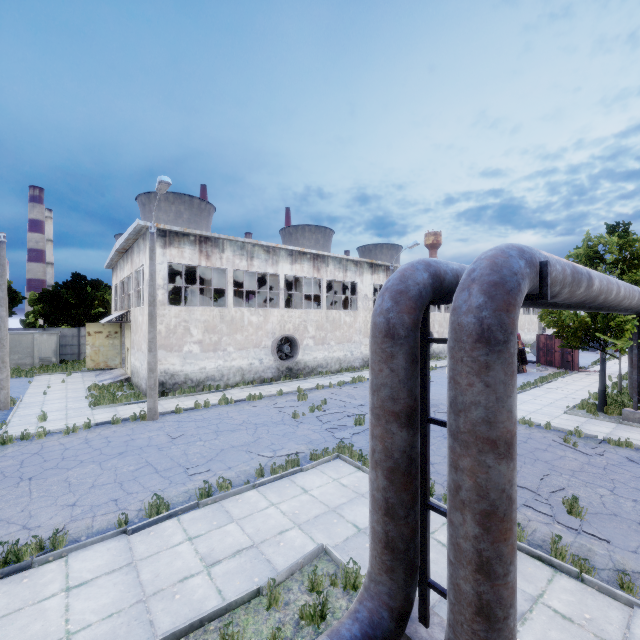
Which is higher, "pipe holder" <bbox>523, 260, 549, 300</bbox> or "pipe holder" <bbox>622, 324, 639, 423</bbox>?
"pipe holder" <bbox>523, 260, 549, 300</bbox>

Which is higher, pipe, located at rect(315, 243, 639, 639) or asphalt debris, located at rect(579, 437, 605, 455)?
pipe, located at rect(315, 243, 639, 639)

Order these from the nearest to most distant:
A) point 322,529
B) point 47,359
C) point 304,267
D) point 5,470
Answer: point 322,529 → point 5,470 → point 304,267 → point 47,359

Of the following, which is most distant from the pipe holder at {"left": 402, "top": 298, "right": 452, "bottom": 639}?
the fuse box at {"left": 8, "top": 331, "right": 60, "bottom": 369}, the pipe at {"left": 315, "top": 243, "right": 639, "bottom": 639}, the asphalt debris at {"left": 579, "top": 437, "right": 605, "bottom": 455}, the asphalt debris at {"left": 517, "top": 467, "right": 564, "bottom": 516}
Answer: the fuse box at {"left": 8, "top": 331, "right": 60, "bottom": 369}

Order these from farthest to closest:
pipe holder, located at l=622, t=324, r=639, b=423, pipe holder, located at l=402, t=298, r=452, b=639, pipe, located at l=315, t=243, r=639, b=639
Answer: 1. pipe holder, located at l=622, t=324, r=639, b=423
2. pipe holder, located at l=402, t=298, r=452, b=639
3. pipe, located at l=315, t=243, r=639, b=639

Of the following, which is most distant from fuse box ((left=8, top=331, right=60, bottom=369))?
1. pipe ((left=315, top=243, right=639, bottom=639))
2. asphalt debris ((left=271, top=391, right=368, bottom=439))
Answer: pipe ((left=315, top=243, right=639, bottom=639))

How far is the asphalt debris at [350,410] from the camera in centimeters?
1313cm

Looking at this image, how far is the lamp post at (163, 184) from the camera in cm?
1330
